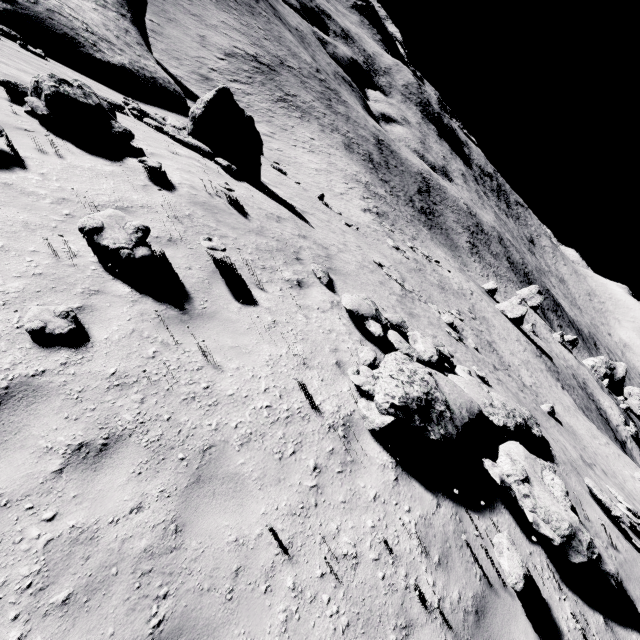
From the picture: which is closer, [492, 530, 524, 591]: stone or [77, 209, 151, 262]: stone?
[492, 530, 524, 591]: stone

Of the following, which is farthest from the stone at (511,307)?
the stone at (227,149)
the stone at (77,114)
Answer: the stone at (77,114)

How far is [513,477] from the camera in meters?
5.6

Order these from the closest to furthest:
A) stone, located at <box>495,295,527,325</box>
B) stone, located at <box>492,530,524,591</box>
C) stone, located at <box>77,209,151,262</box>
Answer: stone, located at <box>492,530,524,591</box>, stone, located at <box>77,209,151,262</box>, stone, located at <box>495,295,527,325</box>

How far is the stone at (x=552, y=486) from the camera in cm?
510

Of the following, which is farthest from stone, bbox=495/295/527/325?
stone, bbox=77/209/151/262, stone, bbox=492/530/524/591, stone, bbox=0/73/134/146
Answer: stone, bbox=77/209/151/262

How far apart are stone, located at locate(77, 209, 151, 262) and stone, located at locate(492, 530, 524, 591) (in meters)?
6.79

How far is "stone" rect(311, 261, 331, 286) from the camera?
8.67m
